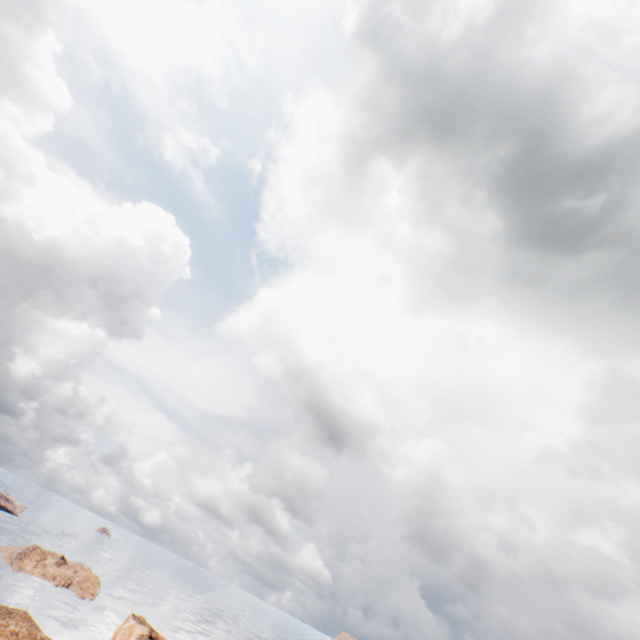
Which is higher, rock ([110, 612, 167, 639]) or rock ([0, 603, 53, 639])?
rock ([110, 612, 167, 639])

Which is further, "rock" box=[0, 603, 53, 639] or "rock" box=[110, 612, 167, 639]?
"rock" box=[110, 612, 167, 639]

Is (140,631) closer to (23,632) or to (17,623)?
(23,632)

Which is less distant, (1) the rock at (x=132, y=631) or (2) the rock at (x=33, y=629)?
(2) the rock at (x=33, y=629)

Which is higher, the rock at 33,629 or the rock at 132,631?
the rock at 132,631
